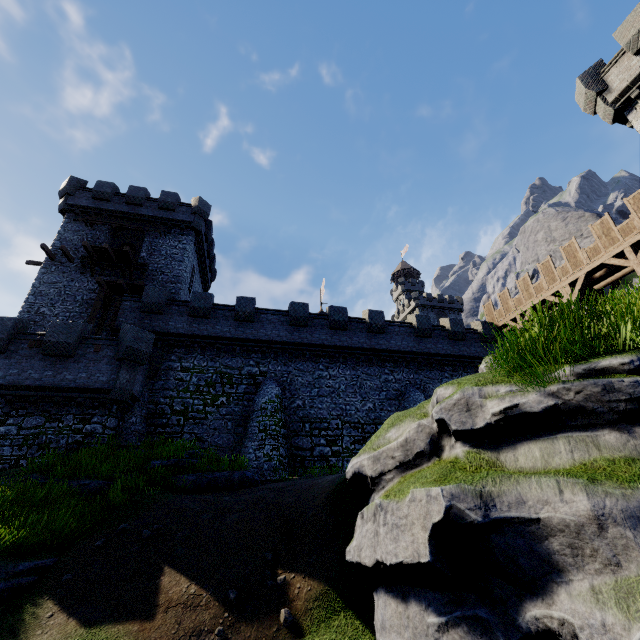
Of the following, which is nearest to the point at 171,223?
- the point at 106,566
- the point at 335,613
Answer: the point at 106,566

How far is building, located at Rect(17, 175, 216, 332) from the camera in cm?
2262

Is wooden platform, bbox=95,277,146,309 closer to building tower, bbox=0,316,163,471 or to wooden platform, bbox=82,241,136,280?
wooden platform, bbox=82,241,136,280

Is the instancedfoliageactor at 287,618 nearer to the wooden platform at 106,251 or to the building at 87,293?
the building at 87,293

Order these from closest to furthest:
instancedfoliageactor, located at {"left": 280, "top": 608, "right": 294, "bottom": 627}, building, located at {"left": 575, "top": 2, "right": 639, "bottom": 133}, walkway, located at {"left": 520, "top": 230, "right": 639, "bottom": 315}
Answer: instancedfoliageactor, located at {"left": 280, "top": 608, "right": 294, "bottom": 627}
building, located at {"left": 575, "top": 2, "right": 639, "bottom": 133}
walkway, located at {"left": 520, "top": 230, "right": 639, "bottom": 315}

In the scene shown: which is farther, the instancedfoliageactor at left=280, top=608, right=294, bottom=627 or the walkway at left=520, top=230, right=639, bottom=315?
the walkway at left=520, top=230, right=639, bottom=315

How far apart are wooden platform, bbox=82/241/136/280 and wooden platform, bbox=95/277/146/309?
1.29m

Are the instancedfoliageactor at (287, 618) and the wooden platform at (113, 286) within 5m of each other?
no
